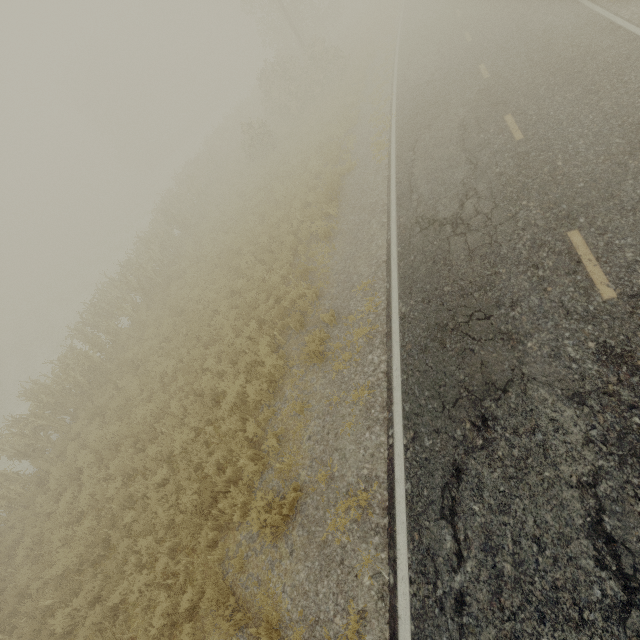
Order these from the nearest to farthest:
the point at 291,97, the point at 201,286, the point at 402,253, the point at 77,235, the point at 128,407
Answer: the point at 402,253 → the point at 128,407 → the point at 201,286 → the point at 291,97 → the point at 77,235

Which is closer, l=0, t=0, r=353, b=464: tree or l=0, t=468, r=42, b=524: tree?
l=0, t=468, r=42, b=524: tree

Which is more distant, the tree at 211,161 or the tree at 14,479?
the tree at 211,161
